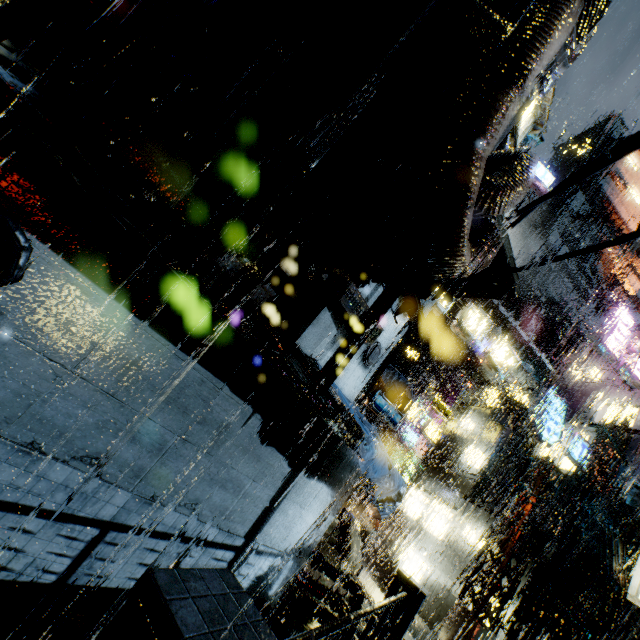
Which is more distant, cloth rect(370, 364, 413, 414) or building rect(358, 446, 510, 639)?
building rect(358, 446, 510, 639)

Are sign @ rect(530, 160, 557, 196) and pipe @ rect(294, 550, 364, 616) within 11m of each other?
no

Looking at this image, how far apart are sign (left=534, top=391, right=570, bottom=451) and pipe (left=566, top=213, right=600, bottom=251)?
41.80m

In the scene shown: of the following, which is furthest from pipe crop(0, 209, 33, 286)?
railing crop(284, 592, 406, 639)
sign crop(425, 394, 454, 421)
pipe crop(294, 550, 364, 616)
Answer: sign crop(425, 394, 454, 421)

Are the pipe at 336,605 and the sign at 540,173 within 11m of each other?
no

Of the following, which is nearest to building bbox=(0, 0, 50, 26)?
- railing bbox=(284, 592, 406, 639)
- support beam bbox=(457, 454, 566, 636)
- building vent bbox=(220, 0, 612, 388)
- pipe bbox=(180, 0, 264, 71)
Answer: building vent bbox=(220, 0, 612, 388)

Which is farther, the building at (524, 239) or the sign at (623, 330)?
the building at (524, 239)

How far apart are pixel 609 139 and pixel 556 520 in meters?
66.9 m
